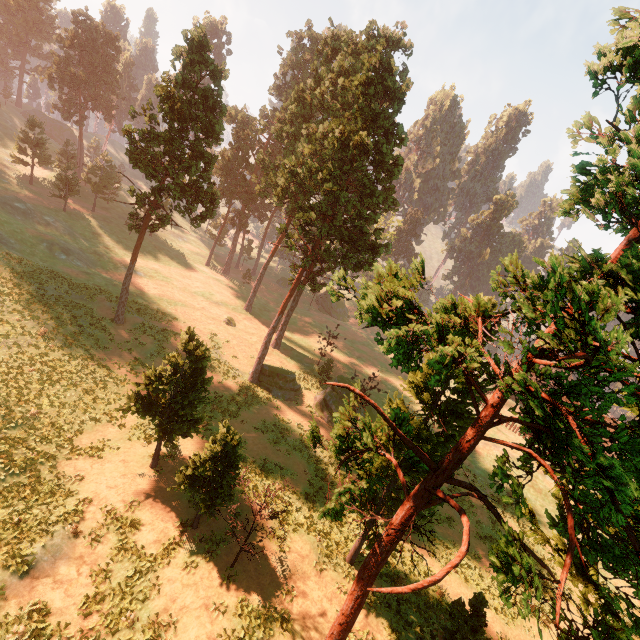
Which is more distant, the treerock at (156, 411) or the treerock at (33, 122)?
the treerock at (33, 122)

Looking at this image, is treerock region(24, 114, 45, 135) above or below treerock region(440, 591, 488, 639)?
above

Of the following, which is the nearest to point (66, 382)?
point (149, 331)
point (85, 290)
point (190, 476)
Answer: point (149, 331)

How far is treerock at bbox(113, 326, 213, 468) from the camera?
16.55m

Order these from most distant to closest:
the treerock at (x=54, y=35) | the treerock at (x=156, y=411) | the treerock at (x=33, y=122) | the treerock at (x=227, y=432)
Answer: the treerock at (x=33, y=122)
the treerock at (x=156, y=411)
the treerock at (x=227, y=432)
the treerock at (x=54, y=35)

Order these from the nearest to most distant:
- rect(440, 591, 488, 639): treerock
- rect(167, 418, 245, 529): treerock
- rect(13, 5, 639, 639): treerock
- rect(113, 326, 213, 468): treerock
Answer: rect(13, 5, 639, 639): treerock → rect(167, 418, 245, 529): treerock → rect(440, 591, 488, 639): treerock → rect(113, 326, 213, 468): treerock

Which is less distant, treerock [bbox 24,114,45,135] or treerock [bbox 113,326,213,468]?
treerock [bbox 113,326,213,468]
